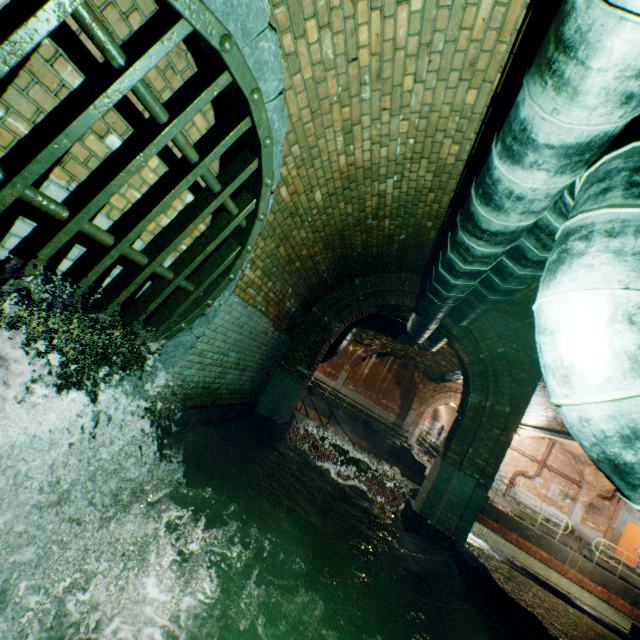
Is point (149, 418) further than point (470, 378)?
No

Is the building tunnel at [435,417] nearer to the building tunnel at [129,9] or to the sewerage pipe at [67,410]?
the building tunnel at [129,9]

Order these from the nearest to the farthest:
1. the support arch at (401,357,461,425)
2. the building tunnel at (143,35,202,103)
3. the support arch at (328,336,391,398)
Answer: the building tunnel at (143,35,202,103) → the support arch at (401,357,461,425) → the support arch at (328,336,391,398)

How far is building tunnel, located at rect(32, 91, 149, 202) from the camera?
1.83m

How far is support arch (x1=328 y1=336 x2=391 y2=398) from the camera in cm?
2056

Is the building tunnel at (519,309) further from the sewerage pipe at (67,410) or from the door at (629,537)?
the door at (629,537)

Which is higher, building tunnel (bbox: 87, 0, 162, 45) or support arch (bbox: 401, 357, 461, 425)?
support arch (bbox: 401, 357, 461, 425)

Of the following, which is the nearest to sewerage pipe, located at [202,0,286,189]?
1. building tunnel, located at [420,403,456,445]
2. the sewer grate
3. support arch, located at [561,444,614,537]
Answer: the sewer grate
